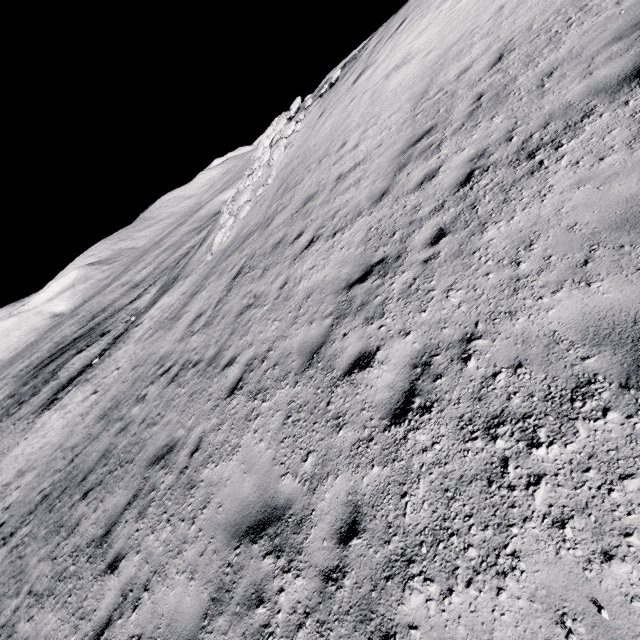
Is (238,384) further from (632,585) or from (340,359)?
(632,585)
